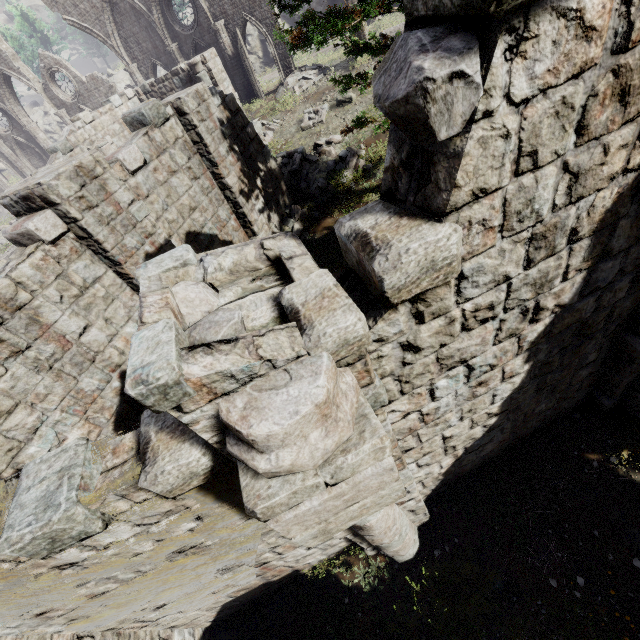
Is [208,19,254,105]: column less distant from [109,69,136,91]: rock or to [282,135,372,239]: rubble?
[109,69,136,91]: rock

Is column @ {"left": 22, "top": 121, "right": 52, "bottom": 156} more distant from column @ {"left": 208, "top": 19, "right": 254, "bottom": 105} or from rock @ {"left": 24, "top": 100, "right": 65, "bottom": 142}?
column @ {"left": 208, "top": 19, "right": 254, "bottom": 105}

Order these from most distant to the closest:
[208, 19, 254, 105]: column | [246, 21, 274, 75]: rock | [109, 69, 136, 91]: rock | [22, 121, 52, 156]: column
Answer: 1. [109, 69, 136, 91]: rock
2. [246, 21, 274, 75]: rock
3. [22, 121, 52, 156]: column
4. [208, 19, 254, 105]: column

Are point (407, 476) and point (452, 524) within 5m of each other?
yes

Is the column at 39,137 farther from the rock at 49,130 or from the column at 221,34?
the column at 221,34

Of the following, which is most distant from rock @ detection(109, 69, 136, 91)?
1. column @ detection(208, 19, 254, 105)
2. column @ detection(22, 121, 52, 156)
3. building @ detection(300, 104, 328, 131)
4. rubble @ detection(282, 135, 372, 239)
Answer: column @ detection(22, 121, 52, 156)

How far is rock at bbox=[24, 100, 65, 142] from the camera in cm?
4142

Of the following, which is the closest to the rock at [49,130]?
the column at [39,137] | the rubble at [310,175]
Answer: the rubble at [310,175]
